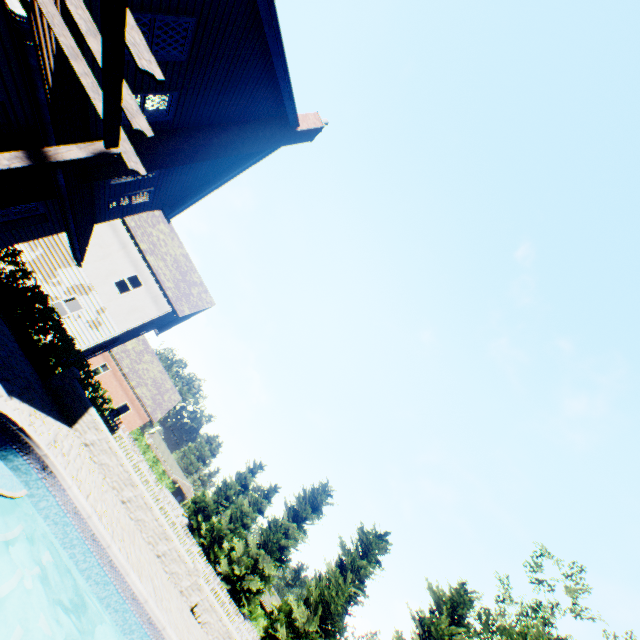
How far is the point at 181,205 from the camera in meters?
14.1

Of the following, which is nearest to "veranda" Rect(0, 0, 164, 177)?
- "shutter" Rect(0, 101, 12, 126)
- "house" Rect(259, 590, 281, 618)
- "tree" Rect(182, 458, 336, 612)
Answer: "shutter" Rect(0, 101, 12, 126)

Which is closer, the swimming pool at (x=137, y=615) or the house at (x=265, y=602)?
the swimming pool at (x=137, y=615)

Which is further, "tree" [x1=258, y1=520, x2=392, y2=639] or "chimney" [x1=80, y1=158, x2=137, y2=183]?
"tree" [x1=258, y1=520, x2=392, y2=639]

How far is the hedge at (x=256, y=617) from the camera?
40.0 meters

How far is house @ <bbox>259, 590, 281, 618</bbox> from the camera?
43.30m

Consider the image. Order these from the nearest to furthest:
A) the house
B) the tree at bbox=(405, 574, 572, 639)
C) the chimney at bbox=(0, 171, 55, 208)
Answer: the chimney at bbox=(0, 171, 55, 208) < the tree at bbox=(405, 574, 572, 639) < the house

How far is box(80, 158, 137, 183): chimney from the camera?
8.30m
